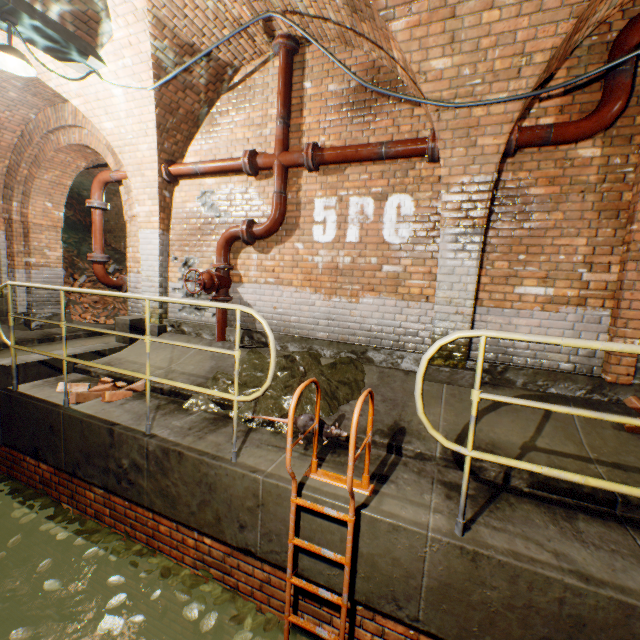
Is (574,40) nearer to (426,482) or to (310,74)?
(310,74)

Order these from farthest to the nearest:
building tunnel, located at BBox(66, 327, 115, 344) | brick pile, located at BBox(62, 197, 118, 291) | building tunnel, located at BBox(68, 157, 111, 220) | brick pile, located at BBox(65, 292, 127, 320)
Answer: brick pile, located at BBox(62, 197, 118, 291) → brick pile, located at BBox(65, 292, 127, 320) → building tunnel, located at BBox(68, 157, 111, 220) → building tunnel, located at BBox(66, 327, 115, 344)

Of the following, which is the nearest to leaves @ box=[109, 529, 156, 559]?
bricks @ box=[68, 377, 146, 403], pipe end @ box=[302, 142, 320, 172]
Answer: bricks @ box=[68, 377, 146, 403]

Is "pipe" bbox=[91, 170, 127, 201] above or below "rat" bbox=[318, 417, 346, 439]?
above

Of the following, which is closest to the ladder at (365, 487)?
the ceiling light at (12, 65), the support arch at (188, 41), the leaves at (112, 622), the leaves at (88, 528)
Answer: the leaves at (88, 528)

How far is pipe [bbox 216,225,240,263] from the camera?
4.92m

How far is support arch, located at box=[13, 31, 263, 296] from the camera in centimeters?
459cm

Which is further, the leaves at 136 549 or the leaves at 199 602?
the leaves at 136 549
